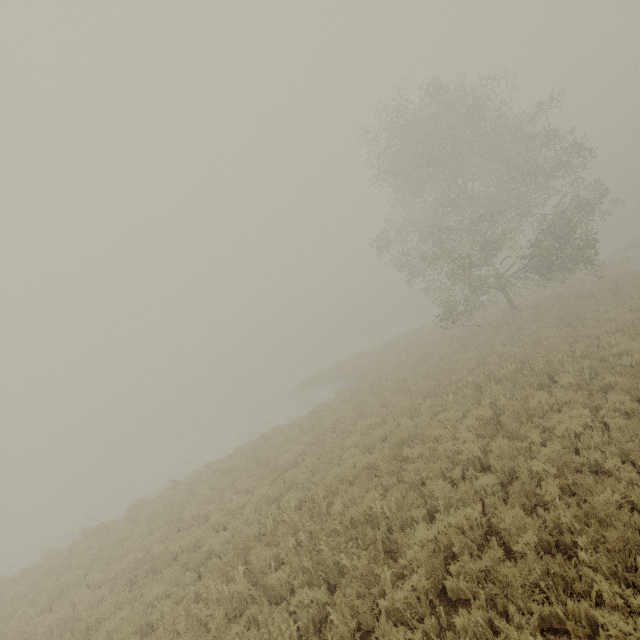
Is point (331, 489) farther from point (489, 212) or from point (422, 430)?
point (489, 212)
